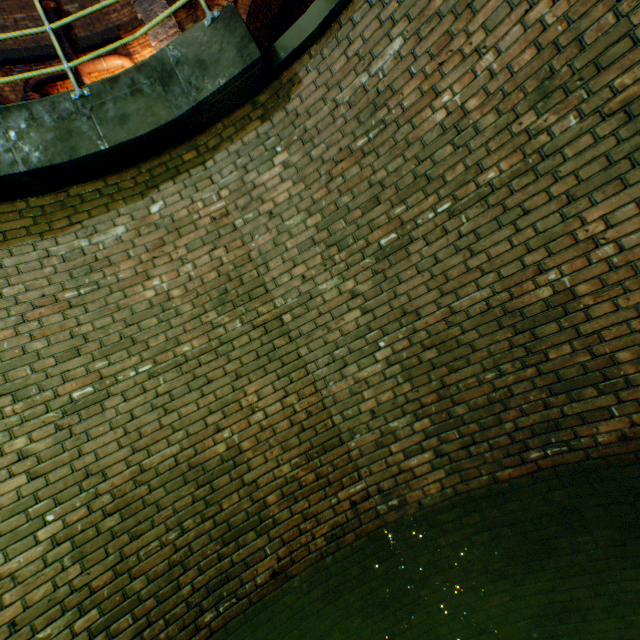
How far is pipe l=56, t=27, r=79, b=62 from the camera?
6.38m

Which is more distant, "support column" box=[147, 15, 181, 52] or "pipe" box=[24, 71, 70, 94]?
"support column" box=[147, 15, 181, 52]

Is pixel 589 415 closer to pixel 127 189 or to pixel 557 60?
pixel 557 60

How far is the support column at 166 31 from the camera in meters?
6.7

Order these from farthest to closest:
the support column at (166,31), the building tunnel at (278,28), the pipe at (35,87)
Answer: the building tunnel at (278,28)
the support column at (166,31)
the pipe at (35,87)

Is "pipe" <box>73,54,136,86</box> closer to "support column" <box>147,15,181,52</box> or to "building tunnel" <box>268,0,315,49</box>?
"support column" <box>147,15,181,52</box>
